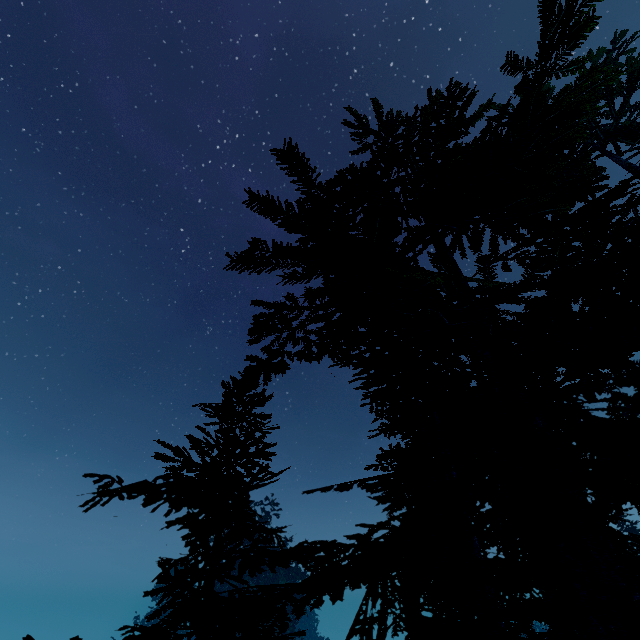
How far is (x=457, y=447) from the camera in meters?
3.8 m
